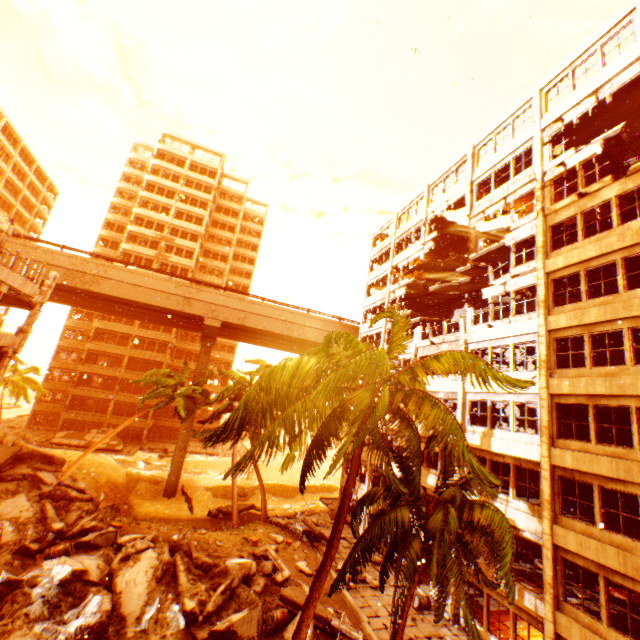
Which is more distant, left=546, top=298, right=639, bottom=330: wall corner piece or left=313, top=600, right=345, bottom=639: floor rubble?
left=313, top=600, right=345, bottom=639: floor rubble

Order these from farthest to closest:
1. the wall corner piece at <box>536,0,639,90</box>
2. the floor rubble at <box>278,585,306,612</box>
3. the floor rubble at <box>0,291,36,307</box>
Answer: the floor rubble at <box>0,291,36,307</box>, the wall corner piece at <box>536,0,639,90</box>, the floor rubble at <box>278,585,306,612</box>

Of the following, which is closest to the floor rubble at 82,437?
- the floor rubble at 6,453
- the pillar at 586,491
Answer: the floor rubble at 6,453

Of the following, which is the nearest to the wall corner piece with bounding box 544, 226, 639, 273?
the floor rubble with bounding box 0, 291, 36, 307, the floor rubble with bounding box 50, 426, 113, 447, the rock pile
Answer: the rock pile

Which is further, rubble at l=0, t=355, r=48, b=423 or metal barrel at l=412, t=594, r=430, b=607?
rubble at l=0, t=355, r=48, b=423

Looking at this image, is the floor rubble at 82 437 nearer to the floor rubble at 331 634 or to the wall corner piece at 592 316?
the floor rubble at 331 634

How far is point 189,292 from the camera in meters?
31.9 m

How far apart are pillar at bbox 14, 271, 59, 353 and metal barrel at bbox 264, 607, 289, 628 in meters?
20.9
